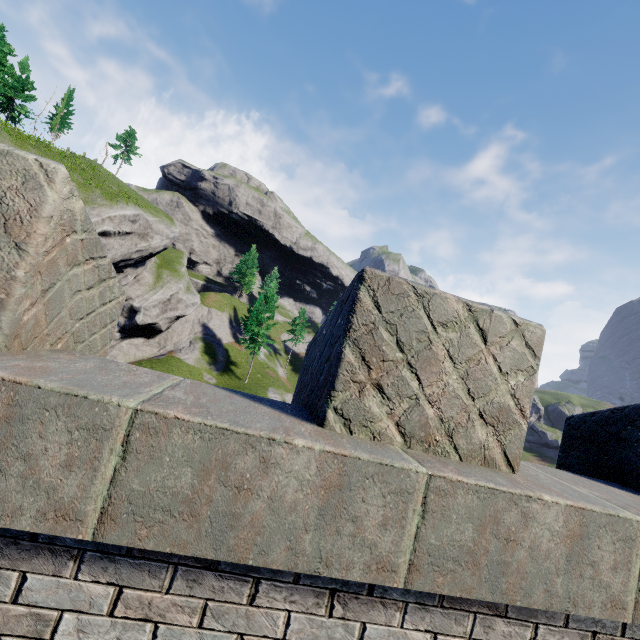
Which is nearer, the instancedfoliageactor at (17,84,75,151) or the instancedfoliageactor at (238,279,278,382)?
the instancedfoliageactor at (17,84,75,151)

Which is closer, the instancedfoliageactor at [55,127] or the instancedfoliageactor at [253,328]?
the instancedfoliageactor at [55,127]

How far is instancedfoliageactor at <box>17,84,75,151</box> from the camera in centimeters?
3209cm

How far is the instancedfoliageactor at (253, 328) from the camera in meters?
48.5

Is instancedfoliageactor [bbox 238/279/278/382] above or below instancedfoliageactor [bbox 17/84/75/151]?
below

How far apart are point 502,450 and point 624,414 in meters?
2.0 m

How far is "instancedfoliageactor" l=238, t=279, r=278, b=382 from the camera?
48.51m
